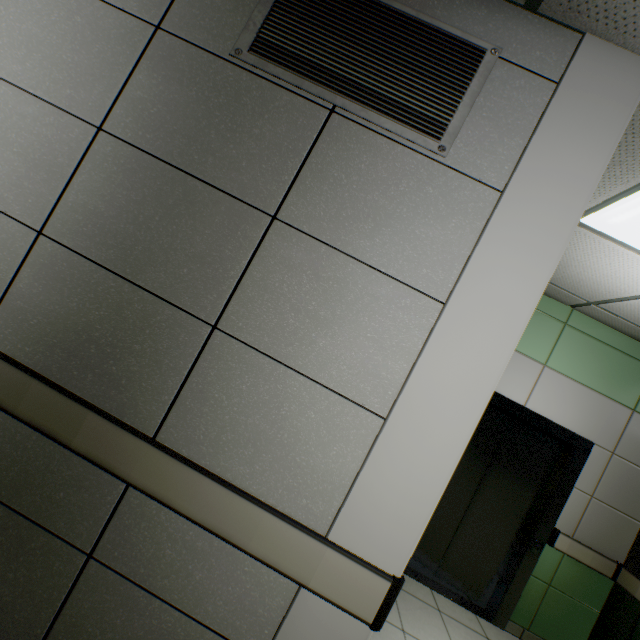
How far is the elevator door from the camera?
3.4 meters

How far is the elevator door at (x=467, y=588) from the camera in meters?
3.4

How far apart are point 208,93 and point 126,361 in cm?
112

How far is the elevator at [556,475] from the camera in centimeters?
327cm

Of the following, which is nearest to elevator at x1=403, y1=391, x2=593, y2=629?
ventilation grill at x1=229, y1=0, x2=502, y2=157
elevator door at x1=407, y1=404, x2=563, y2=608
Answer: elevator door at x1=407, y1=404, x2=563, y2=608

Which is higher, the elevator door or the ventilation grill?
the ventilation grill

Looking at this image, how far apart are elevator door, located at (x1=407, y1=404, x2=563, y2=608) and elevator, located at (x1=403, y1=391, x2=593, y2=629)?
0.00m

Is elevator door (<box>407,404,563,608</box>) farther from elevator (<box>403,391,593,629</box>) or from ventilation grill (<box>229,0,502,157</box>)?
ventilation grill (<box>229,0,502,157</box>)
